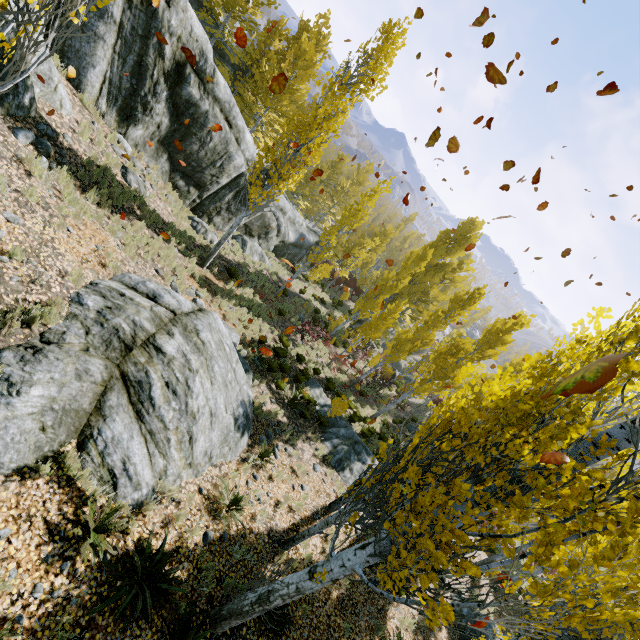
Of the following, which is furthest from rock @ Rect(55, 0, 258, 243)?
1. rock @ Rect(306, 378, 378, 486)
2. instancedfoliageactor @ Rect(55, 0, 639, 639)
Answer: rock @ Rect(306, 378, 378, 486)

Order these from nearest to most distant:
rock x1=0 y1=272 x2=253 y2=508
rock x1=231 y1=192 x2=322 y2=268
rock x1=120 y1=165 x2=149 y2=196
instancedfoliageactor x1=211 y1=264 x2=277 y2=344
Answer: rock x1=0 y1=272 x2=253 y2=508 → rock x1=120 y1=165 x2=149 y2=196 → instancedfoliageactor x1=211 y1=264 x2=277 y2=344 → rock x1=231 y1=192 x2=322 y2=268

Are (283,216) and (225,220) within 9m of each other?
yes

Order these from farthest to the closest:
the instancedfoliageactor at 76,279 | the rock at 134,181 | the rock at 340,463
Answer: the rock at 340,463
the rock at 134,181
the instancedfoliageactor at 76,279

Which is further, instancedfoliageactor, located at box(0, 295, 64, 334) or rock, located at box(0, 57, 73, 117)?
rock, located at box(0, 57, 73, 117)

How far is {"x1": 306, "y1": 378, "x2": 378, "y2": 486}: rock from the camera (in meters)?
12.98

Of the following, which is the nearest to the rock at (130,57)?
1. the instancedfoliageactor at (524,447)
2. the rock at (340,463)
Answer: the instancedfoliageactor at (524,447)
